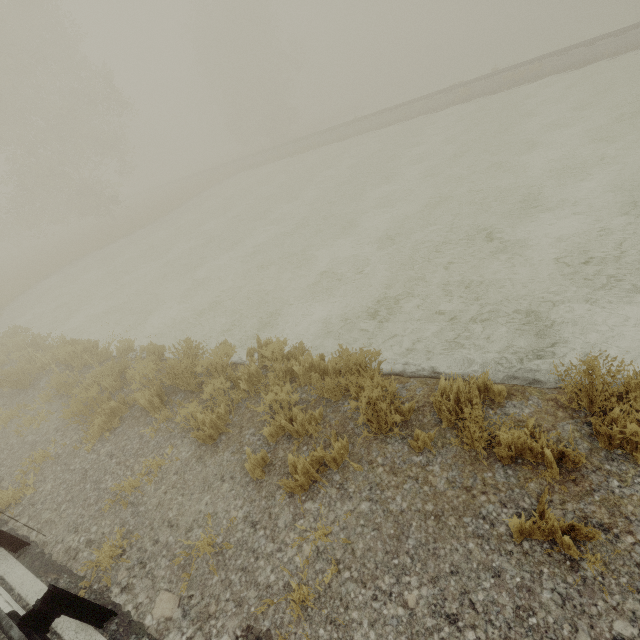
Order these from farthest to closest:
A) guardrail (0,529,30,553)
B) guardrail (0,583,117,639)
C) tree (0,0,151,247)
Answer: tree (0,0,151,247), guardrail (0,529,30,553), guardrail (0,583,117,639)

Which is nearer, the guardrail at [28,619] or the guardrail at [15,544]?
the guardrail at [28,619]

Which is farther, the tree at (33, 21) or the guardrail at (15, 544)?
the tree at (33, 21)

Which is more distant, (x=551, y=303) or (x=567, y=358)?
(x=551, y=303)

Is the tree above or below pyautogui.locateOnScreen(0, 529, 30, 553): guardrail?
above

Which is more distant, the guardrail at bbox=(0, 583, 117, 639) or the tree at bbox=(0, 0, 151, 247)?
the tree at bbox=(0, 0, 151, 247)

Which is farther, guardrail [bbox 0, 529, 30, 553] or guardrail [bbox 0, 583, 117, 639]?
guardrail [bbox 0, 529, 30, 553]
